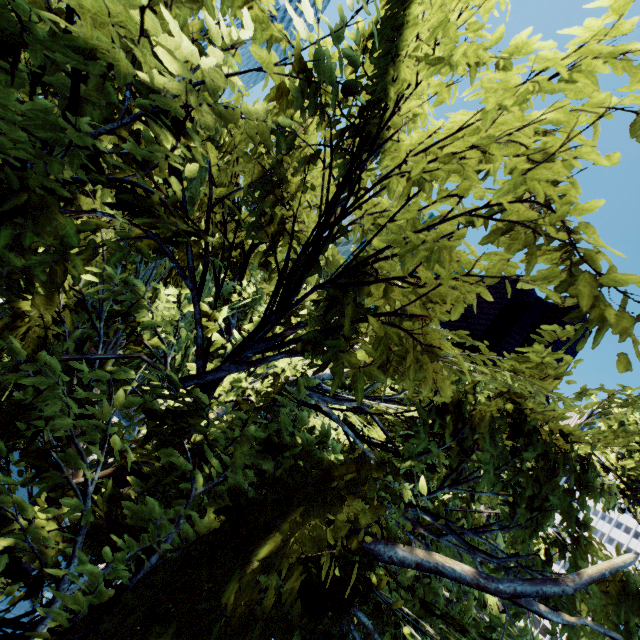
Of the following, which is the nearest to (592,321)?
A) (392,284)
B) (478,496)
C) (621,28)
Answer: (392,284)

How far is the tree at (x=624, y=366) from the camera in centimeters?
187cm

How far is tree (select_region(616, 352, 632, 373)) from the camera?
1.9 meters
